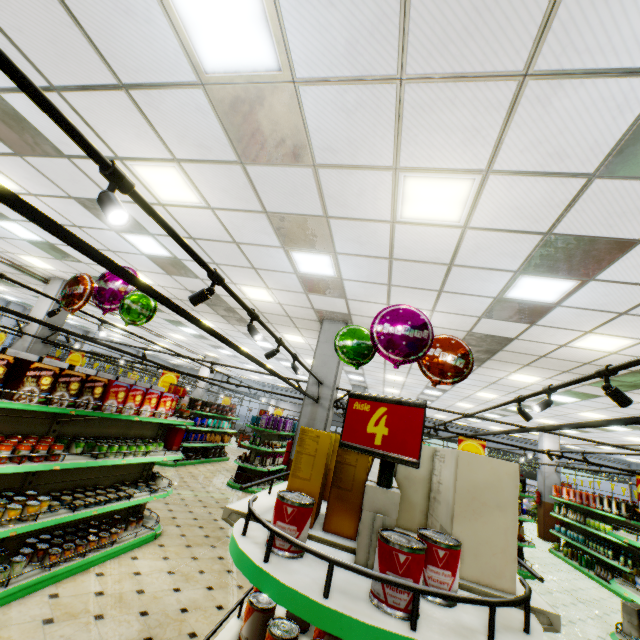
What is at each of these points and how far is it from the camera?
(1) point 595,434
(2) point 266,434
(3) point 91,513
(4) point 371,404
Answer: (1) building, 15.32m
(2) shelf, 11.51m
(3) shelf, 4.03m
(4) sign, 1.28m

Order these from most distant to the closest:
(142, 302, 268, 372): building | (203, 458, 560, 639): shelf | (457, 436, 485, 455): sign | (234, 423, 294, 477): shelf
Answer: (142, 302, 268, 372): building
(234, 423, 294, 477): shelf
(457, 436, 485, 455): sign
(203, 458, 560, 639): shelf

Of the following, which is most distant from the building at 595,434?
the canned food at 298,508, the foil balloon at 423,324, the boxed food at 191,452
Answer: the canned food at 298,508

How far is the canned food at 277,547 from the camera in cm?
105

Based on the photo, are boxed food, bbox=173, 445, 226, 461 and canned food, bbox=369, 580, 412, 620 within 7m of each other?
no

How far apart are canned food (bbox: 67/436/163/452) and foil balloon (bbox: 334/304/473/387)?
3.29m

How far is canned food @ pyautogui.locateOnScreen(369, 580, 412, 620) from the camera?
0.8m

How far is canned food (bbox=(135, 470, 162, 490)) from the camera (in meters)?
5.27
